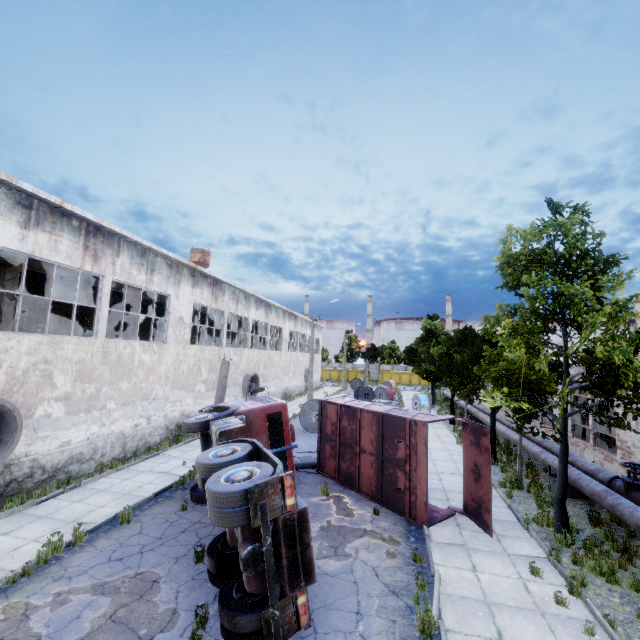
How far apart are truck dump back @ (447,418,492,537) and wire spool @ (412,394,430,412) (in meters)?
16.79

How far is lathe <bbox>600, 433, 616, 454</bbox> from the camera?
15.9 meters

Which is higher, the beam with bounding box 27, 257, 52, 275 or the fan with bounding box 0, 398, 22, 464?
the beam with bounding box 27, 257, 52, 275

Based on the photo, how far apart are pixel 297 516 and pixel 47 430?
10.5 meters

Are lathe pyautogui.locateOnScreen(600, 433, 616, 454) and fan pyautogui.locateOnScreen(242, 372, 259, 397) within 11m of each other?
no

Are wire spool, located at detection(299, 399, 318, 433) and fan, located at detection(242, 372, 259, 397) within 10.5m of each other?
yes

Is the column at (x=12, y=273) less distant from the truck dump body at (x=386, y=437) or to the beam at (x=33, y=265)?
the beam at (x=33, y=265)

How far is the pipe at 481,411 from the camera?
21.9m
